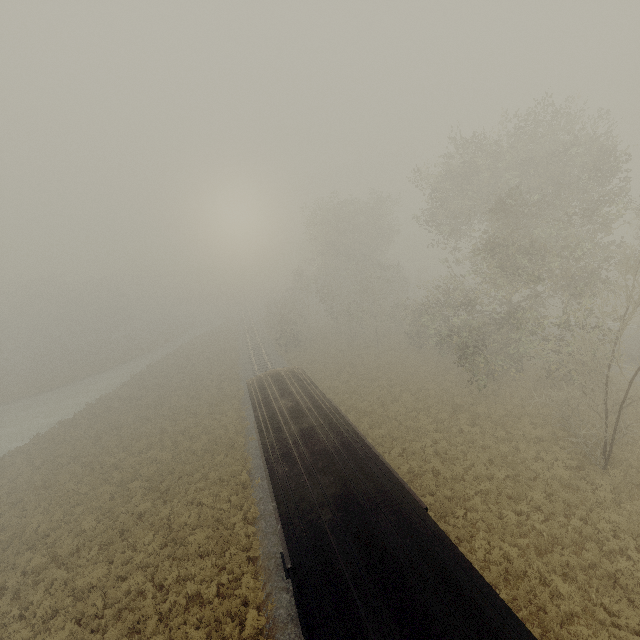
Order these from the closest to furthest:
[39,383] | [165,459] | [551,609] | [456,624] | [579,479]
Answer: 1. [456,624]
2. [551,609]
3. [579,479]
4. [165,459]
5. [39,383]
